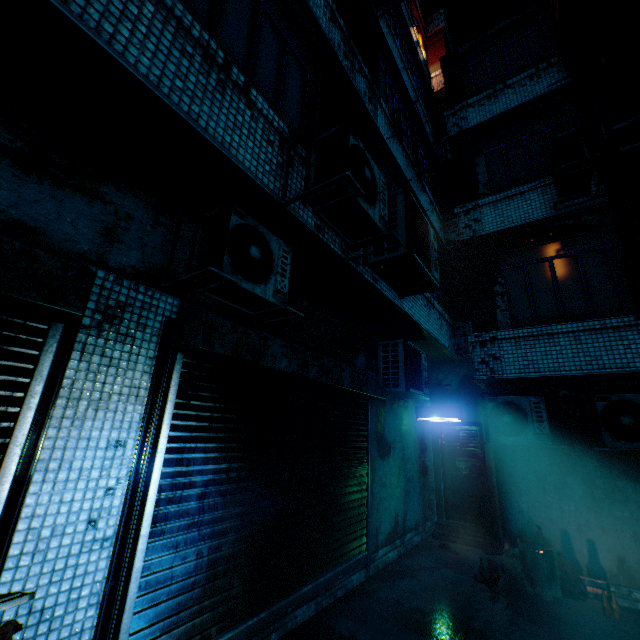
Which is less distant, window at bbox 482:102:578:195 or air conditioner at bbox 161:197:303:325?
air conditioner at bbox 161:197:303:325

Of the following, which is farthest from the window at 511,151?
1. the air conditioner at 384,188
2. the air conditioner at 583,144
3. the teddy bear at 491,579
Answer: the teddy bear at 491,579

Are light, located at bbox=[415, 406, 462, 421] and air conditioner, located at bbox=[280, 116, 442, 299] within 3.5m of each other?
no

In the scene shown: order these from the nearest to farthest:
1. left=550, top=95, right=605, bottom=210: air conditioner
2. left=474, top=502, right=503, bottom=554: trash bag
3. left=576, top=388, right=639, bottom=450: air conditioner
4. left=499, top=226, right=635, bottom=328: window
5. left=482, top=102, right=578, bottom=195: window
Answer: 1. left=576, top=388, right=639, bottom=450: air conditioner
2. left=550, top=95, right=605, bottom=210: air conditioner
3. left=499, top=226, right=635, bottom=328: window
4. left=474, top=502, right=503, bottom=554: trash bag
5. left=482, top=102, right=578, bottom=195: window

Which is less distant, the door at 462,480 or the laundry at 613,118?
the laundry at 613,118

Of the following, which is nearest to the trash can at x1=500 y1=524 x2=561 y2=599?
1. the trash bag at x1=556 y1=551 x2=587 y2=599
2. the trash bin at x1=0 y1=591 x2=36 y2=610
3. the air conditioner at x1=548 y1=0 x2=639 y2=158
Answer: the trash bag at x1=556 y1=551 x2=587 y2=599

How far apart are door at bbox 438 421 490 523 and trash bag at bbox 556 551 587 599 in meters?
2.2

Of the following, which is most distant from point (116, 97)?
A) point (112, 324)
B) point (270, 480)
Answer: point (270, 480)
